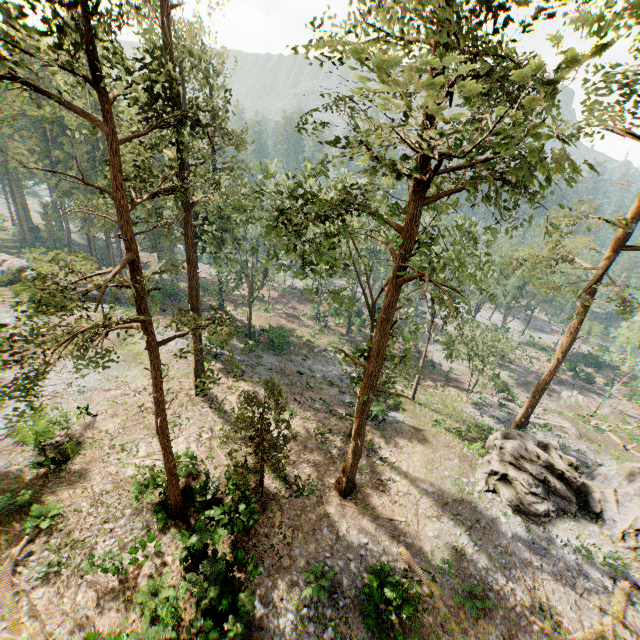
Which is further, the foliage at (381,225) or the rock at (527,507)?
the rock at (527,507)

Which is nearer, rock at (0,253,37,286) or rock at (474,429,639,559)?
rock at (474,429,639,559)

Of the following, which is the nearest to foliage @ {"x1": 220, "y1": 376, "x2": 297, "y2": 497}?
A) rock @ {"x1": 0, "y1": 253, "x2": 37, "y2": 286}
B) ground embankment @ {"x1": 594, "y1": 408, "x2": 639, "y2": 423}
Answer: ground embankment @ {"x1": 594, "y1": 408, "x2": 639, "y2": 423}

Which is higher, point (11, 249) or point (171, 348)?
point (171, 348)

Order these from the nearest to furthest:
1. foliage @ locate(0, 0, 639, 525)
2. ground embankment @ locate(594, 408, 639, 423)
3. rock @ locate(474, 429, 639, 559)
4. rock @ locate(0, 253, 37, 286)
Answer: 1. foliage @ locate(0, 0, 639, 525)
2. rock @ locate(474, 429, 639, 559)
3. rock @ locate(0, 253, 37, 286)
4. ground embankment @ locate(594, 408, 639, 423)

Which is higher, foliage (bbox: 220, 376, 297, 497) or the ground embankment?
foliage (bbox: 220, 376, 297, 497)

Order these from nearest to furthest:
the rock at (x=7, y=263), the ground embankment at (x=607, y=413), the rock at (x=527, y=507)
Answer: the rock at (x=527, y=507), the rock at (x=7, y=263), the ground embankment at (x=607, y=413)

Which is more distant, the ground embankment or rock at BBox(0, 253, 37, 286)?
the ground embankment
